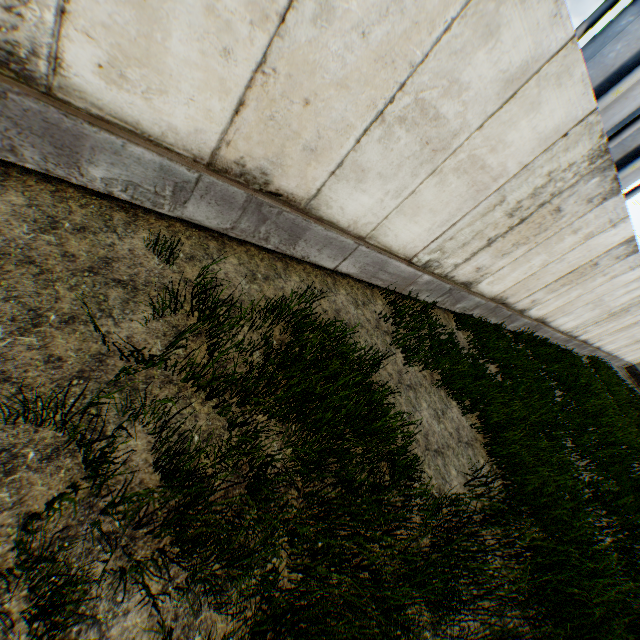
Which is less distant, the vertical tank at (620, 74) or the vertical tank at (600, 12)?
the vertical tank at (620, 74)

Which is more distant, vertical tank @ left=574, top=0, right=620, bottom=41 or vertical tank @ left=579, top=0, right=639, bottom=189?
vertical tank @ left=574, top=0, right=620, bottom=41

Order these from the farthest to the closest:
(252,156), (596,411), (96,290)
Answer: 1. (596,411)
2. (252,156)
3. (96,290)
